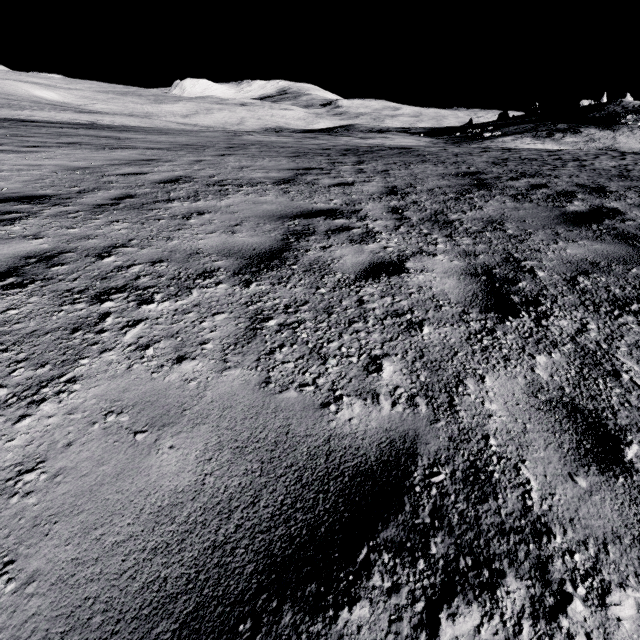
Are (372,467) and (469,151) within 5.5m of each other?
no
